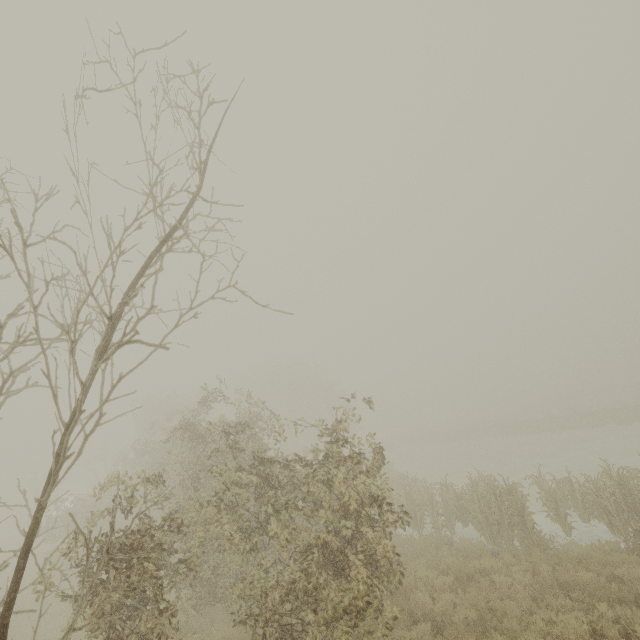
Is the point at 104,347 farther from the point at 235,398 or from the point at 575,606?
the point at 575,606
